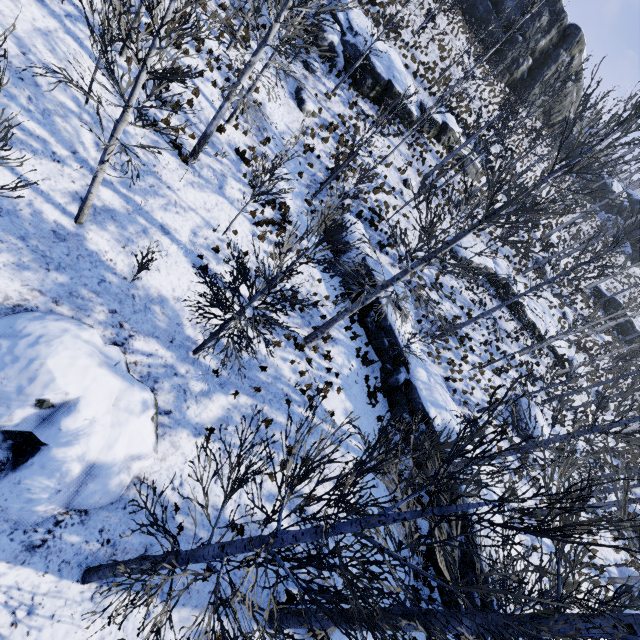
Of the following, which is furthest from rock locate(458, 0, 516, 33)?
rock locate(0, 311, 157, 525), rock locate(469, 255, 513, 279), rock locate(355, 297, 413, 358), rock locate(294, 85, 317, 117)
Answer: rock locate(0, 311, 157, 525)

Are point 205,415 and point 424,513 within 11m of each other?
yes

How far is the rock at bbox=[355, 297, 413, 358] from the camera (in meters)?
15.85

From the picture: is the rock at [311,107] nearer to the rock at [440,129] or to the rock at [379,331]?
the rock at [440,129]

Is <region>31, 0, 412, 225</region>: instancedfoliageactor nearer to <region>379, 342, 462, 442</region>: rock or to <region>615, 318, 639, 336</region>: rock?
<region>379, 342, 462, 442</region>: rock

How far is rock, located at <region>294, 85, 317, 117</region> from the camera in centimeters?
1811cm

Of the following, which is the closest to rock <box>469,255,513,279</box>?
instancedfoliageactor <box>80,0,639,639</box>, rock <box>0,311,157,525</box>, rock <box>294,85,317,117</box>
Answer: rock <box>294,85,317,117</box>

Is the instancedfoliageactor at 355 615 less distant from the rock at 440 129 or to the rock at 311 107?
the rock at 311 107
